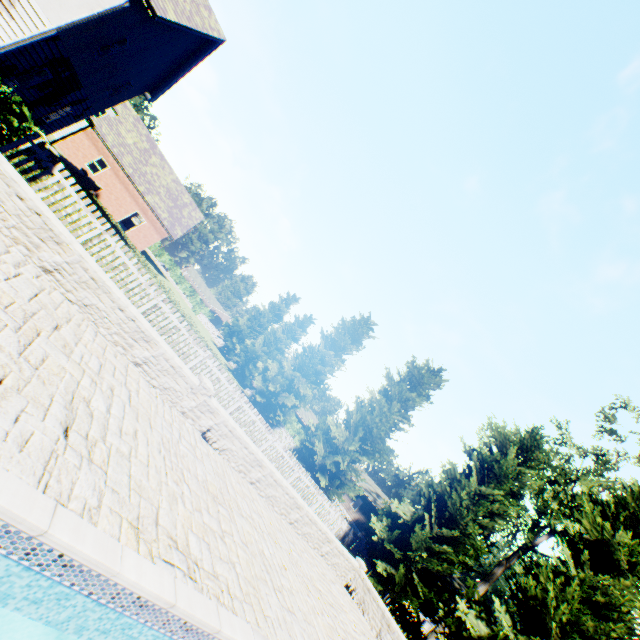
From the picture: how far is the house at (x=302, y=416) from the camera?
48.9 meters

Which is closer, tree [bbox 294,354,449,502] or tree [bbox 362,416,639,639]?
tree [bbox 362,416,639,639]

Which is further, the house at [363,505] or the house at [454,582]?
the house at [363,505]

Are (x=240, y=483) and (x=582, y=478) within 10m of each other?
no

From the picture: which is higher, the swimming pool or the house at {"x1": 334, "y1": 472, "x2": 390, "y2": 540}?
the house at {"x1": 334, "y1": 472, "x2": 390, "y2": 540}

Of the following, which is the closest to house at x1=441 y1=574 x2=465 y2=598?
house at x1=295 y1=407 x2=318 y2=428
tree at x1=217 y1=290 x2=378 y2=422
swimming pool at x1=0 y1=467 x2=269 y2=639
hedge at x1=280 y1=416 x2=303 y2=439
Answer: hedge at x1=280 y1=416 x2=303 y2=439

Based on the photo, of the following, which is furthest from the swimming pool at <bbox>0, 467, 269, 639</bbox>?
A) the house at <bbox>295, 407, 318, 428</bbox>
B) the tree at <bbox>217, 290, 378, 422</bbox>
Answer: the house at <bbox>295, 407, 318, 428</bbox>

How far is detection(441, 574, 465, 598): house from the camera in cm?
3271
